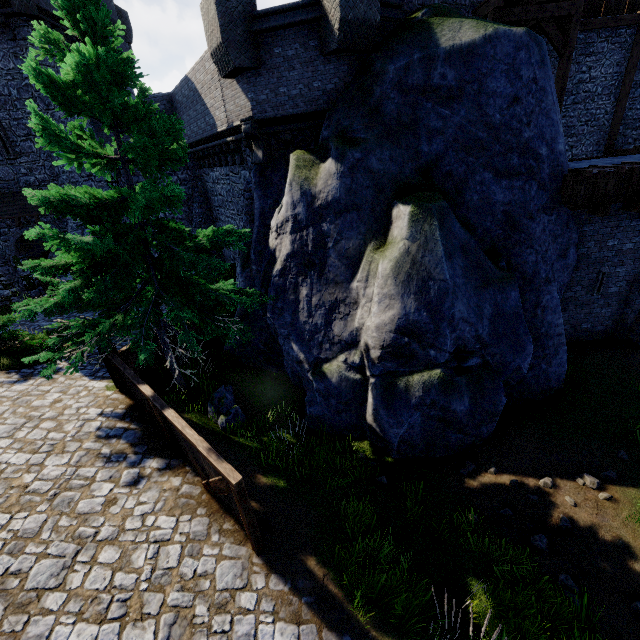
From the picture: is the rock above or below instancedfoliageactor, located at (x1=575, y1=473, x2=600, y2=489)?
above

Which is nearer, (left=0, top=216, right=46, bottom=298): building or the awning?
the awning

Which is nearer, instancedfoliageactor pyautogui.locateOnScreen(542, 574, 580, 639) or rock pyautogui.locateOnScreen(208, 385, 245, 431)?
instancedfoliageactor pyautogui.locateOnScreen(542, 574, 580, 639)

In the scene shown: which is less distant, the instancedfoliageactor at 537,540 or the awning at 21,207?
the instancedfoliageactor at 537,540

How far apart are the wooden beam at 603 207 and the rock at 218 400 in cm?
1170

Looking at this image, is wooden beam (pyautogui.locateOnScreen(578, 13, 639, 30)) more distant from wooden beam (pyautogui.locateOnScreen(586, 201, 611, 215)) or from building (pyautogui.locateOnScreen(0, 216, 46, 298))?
building (pyautogui.locateOnScreen(0, 216, 46, 298))

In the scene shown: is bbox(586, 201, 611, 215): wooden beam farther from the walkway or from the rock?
the rock

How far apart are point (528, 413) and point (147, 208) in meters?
11.2
